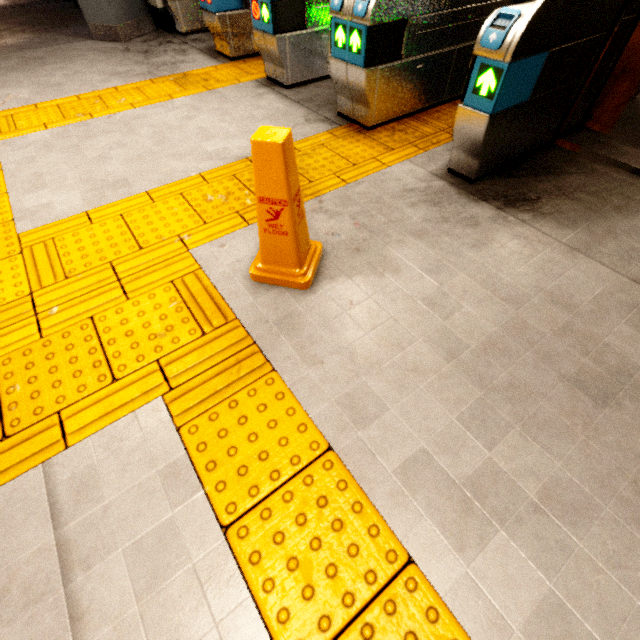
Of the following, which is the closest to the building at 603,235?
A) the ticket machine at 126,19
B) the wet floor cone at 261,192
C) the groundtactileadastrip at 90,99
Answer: the groundtactileadastrip at 90,99

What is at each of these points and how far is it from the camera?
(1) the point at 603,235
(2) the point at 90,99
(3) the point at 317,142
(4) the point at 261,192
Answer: (1) building, 2.1m
(2) groundtactileadastrip, 3.8m
(3) groundtactileadastrip, 3.0m
(4) wet floor cone, 1.5m

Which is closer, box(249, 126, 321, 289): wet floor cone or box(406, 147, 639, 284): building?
box(249, 126, 321, 289): wet floor cone

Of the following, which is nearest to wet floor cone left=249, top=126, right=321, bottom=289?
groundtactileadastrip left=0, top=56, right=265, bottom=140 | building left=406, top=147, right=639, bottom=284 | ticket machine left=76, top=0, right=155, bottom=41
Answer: groundtactileadastrip left=0, top=56, right=265, bottom=140

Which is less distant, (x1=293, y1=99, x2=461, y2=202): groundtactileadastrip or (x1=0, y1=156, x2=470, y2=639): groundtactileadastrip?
(x1=0, y1=156, x2=470, y2=639): groundtactileadastrip

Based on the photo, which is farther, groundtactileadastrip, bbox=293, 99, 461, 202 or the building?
groundtactileadastrip, bbox=293, 99, 461, 202

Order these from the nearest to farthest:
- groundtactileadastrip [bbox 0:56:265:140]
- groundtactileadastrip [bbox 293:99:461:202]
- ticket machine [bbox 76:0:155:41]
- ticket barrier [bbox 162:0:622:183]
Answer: ticket barrier [bbox 162:0:622:183]
groundtactileadastrip [bbox 293:99:461:202]
groundtactileadastrip [bbox 0:56:265:140]
ticket machine [bbox 76:0:155:41]

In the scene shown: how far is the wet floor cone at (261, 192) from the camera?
1.4m
